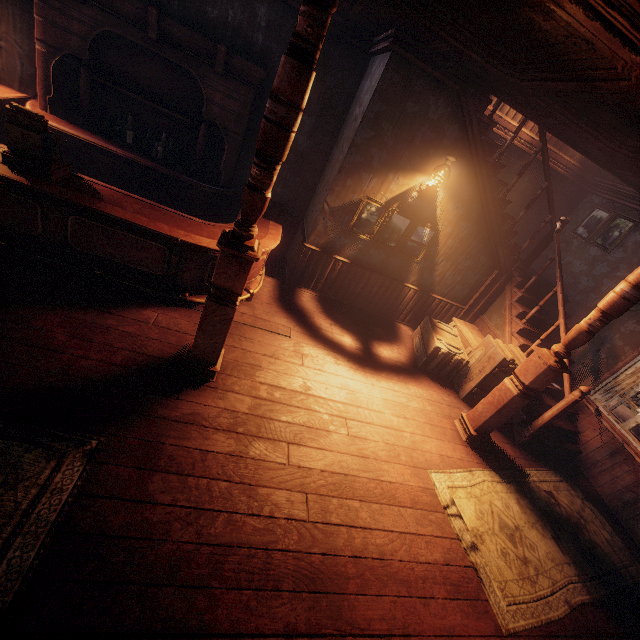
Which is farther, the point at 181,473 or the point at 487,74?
the point at 487,74

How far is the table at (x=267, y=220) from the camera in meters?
4.8 m

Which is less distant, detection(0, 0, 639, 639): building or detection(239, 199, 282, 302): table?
detection(0, 0, 639, 639): building

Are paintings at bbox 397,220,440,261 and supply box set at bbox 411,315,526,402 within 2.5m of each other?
yes

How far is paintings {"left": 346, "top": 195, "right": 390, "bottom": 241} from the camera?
5.3m

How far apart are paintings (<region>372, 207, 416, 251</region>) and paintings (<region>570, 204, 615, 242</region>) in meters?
3.4 m

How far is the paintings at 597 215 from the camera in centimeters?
631cm

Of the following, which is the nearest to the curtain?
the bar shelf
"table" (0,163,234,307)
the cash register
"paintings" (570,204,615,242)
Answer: "paintings" (570,204,615,242)
